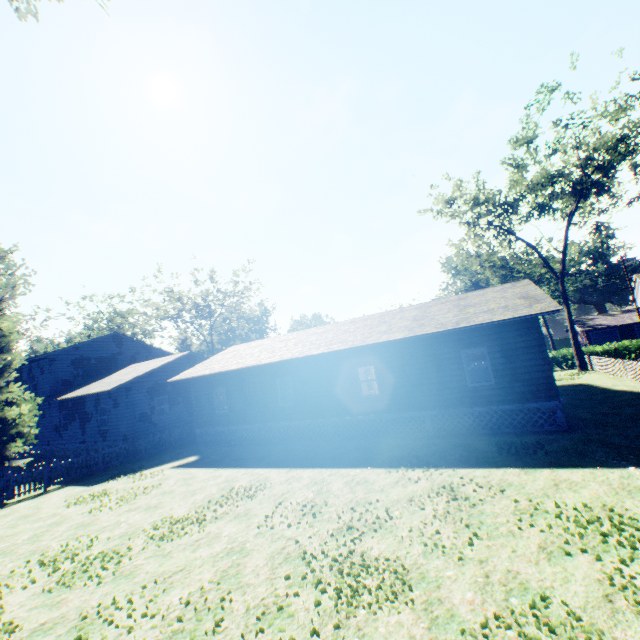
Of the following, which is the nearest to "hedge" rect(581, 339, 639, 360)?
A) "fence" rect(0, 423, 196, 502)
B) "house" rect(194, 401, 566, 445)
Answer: "house" rect(194, 401, 566, 445)

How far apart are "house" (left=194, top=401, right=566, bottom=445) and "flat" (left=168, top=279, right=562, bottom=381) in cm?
322

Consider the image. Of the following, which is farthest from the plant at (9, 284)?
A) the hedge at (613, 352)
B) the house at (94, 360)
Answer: the hedge at (613, 352)

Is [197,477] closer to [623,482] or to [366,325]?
[366,325]

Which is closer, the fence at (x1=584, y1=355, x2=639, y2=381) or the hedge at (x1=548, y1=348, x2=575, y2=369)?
the fence at (x1=584, y1=355, x2=639, y2=381)

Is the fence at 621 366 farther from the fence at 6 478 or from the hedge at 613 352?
the fence at 6 478

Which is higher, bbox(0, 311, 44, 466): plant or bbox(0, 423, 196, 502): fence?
bbox(0, 311, 44, 466): plant

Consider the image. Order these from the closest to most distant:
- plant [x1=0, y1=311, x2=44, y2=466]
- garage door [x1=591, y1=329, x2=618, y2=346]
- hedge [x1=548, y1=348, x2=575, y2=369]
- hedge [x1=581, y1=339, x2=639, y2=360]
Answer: plant [x1=0, y1=311, x2=44, y2=466], hedge [x1=581, y1=339, x2=639, y2=360], hedge [x1=548, y1=348, x2=575, y2=369], garage door [x1=591, y1=329, x2=618, y2=346]
